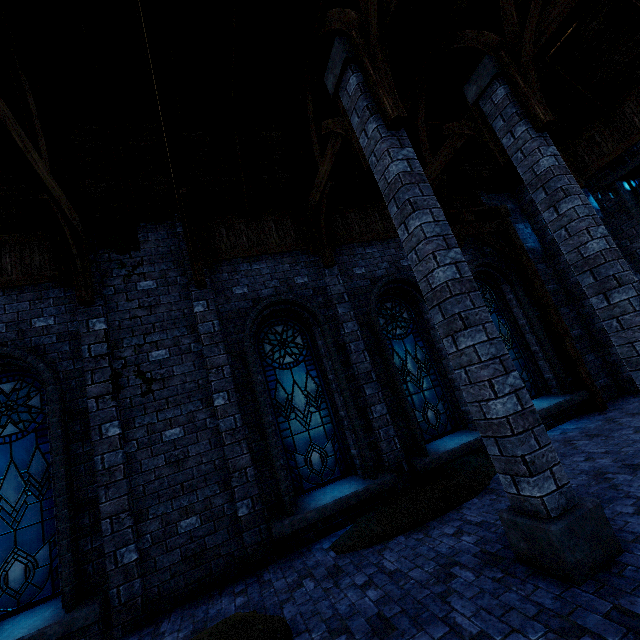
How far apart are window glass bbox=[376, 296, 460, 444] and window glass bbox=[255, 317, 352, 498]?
1.5m

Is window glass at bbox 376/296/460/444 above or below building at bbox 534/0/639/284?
below

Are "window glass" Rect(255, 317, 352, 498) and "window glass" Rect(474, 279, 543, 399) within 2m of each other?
no

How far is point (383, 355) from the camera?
7.35m

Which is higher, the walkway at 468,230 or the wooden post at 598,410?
the walkway at 468,230

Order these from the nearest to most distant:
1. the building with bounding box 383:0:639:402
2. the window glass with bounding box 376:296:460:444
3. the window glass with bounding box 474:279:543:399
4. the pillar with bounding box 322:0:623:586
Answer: the pillar with bounding box 322:0:623:586
the building with bounding box 383:0:639:402
the window glass with bounding box 376:296:460:444
the window glass with bounding box 474:279:543:399

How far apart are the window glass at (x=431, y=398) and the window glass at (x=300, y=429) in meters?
1.5

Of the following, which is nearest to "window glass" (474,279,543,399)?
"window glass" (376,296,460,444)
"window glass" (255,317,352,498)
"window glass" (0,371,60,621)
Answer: "window glass" (376,296,460,444)
